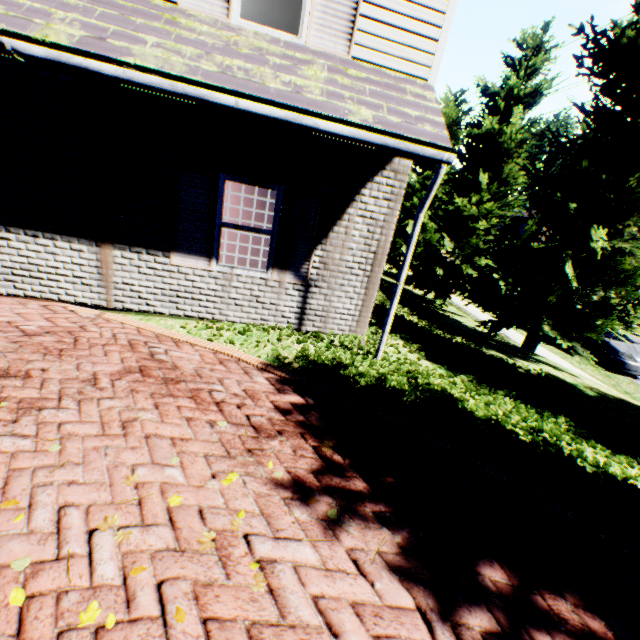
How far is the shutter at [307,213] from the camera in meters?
5.4

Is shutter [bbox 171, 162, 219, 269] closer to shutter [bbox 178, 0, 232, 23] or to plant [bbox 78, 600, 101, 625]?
shutter [bbox 178, 0, 232, 23]

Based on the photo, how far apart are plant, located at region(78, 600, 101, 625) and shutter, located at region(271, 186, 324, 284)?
4.7m

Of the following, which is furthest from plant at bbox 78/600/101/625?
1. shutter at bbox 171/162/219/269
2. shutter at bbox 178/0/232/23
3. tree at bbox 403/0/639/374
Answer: tree at bbox 403/0/639/374

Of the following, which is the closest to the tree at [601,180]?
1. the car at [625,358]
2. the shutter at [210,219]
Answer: the car at [625,358]

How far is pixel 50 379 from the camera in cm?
365

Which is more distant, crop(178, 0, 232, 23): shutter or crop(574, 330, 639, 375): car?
crop(574, 330, 639, 375): car

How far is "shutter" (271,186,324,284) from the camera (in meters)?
5.42
